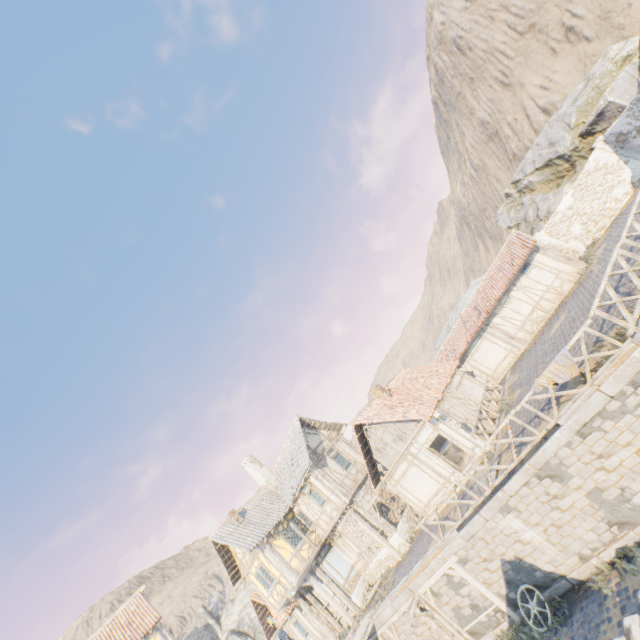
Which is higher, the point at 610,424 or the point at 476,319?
the point at 476,319

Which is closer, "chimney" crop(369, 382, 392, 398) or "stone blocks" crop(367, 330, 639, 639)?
"stone blocks" crop(367, 330, 639, 639)

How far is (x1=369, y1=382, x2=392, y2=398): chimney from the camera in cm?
1888

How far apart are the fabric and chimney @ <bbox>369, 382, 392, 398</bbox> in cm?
946

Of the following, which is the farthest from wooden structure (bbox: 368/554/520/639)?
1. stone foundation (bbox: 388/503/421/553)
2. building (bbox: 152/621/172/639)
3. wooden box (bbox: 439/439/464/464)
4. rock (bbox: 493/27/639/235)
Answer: rock (bbox: 493/27/639/235)

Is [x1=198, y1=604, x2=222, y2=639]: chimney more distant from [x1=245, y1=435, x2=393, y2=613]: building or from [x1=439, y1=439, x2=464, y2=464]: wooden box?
[x1=439, y1=439, x2=464, y2=464]: wooden box

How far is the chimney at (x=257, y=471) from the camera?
24.7m

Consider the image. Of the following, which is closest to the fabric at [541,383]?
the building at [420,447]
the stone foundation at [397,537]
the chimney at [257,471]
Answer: the building at [420,447]
